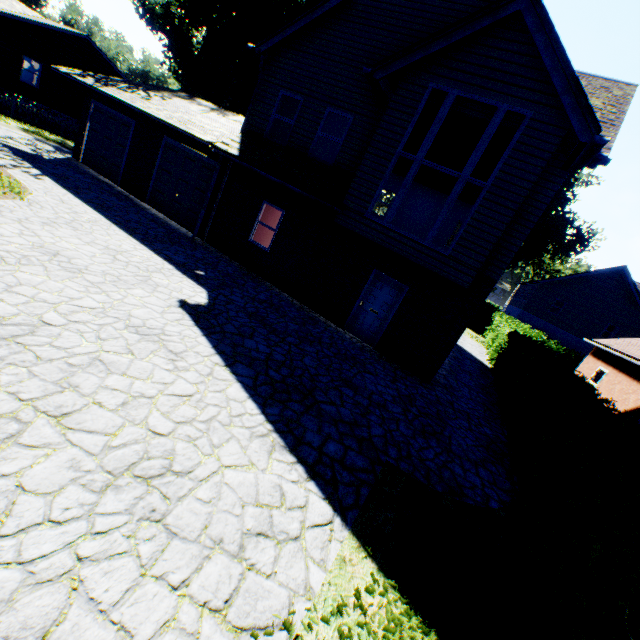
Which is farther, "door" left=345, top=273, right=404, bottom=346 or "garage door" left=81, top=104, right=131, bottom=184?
"garage door" left=81, top=104, right=131, bottom=184

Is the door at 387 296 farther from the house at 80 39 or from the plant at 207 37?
the plant at 207 37

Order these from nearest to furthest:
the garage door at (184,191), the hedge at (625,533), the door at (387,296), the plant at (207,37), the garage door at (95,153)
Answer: the hedge at (625,533), the door at (387,296), the garage door at (184,191), the garage door at (95,153), the plant at (207,37)

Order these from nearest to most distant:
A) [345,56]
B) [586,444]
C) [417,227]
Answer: [586,444], [345,56], [417,227]

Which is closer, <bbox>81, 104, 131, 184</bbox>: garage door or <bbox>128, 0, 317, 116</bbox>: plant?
<bbox>81, 104, 131, 184</bbox>: garage door

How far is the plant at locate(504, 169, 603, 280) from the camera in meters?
39.1

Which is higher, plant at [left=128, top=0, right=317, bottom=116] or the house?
plant at [left=128, top=0, right=317, bottom=116]

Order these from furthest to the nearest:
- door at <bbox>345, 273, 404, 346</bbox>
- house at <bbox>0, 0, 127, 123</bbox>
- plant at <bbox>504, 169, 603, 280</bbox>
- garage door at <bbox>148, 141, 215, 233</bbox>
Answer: plant at <bbox>504, 169, 603, 280</bbox>
house at <bbox>0, 0, 127, 123</bbox>
garage door at <bbox>148, 141, 215, 233</bbox>
door at <bbox>345, 273, 404, 346</bbox>
